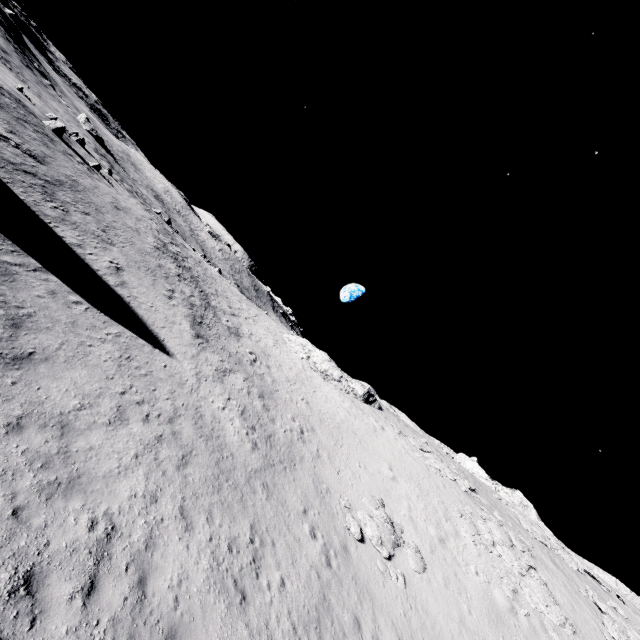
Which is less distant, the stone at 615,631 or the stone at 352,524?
the stone at 352,524

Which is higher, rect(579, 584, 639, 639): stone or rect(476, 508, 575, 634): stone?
rect(579, 584, 639, 639): stone

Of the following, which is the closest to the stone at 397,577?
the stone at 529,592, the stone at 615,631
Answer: the stone at 529,592

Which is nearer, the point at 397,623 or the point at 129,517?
the point at 129,517

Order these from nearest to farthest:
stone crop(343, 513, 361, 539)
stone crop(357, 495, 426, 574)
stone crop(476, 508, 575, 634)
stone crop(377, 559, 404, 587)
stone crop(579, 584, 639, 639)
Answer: stone crop(377, 559, 404, 587), stone crop(343, 513, 361, 539), stone crop(357, 495, 426, 574), stone crop(476, 508, 575, 634), stone crop(579, 584, 639, 639)

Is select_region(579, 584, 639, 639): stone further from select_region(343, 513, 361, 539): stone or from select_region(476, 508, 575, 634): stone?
select_region(343, 513, 361, 539): stone

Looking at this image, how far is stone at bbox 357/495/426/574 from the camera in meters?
16.0 m
